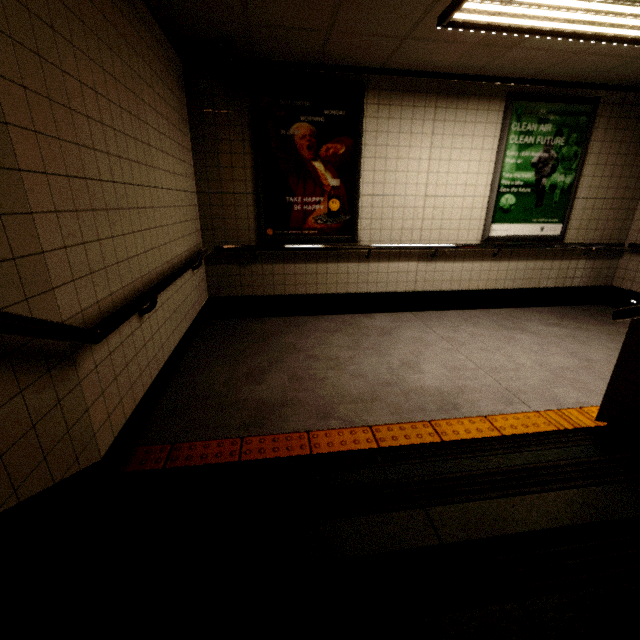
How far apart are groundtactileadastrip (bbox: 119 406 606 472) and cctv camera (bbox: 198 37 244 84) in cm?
326

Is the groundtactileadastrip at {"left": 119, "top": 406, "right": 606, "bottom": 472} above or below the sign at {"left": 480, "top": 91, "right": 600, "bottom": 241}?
below

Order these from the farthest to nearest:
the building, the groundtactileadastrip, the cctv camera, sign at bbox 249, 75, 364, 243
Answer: sign at bbox 249, 75, 364, 243, the cctv camera, the groundtactileadastrip, the building

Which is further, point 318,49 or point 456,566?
point 318,49

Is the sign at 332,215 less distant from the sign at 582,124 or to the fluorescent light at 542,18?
the fluorescent light at 542,18

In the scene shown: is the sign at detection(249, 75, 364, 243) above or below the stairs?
above

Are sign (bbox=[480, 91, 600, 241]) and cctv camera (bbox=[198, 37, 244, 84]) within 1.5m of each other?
no

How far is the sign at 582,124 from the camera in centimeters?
404cm
